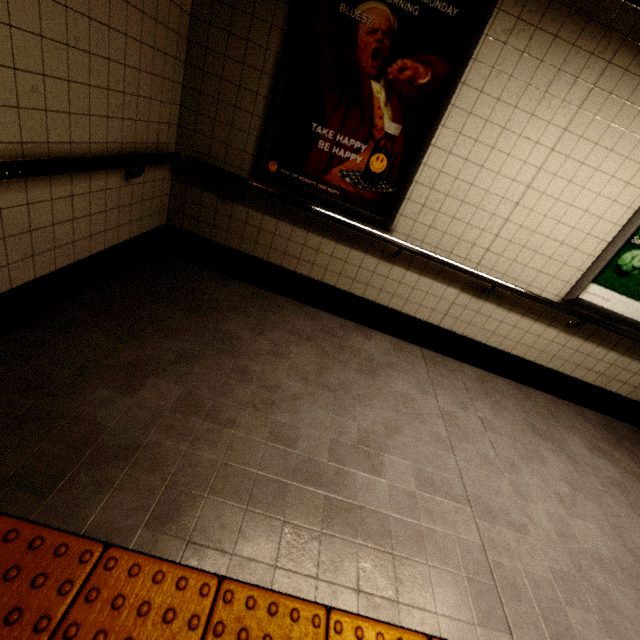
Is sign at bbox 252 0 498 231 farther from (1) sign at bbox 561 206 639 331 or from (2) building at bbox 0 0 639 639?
(1) sign at bbox 561 206 639 331

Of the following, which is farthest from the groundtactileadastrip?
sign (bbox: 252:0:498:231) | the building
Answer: sign (bbox: 252:0:498:231)

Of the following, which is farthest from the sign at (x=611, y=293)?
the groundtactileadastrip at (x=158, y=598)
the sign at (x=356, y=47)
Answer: the groundtactileadastrip at (x=158, y=598)

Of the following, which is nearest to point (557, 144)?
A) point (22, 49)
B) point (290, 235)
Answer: point (290, 235)

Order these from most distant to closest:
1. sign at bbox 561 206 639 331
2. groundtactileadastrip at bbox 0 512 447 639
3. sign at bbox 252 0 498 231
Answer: sign at bbox 561 206 639 331, sign at bbox 252 0 498 231, groundtactileadastrip at bbox 0 512 447 639

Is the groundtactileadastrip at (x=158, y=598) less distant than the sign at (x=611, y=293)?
Yes

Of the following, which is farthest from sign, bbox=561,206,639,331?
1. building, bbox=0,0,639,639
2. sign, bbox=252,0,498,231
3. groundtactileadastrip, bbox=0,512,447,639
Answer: groundtactileadastrip, bbox=0,512,447,639

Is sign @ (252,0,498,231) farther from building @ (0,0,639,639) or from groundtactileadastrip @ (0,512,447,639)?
groundtactileadastrip @ (0,512,447,639)
